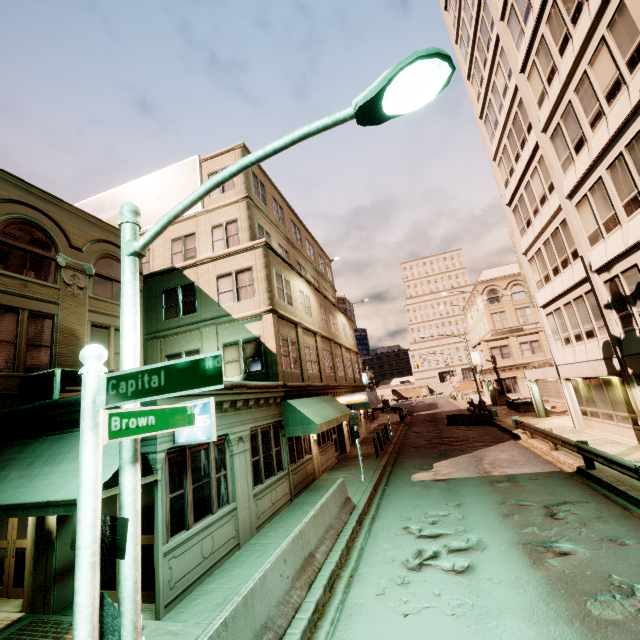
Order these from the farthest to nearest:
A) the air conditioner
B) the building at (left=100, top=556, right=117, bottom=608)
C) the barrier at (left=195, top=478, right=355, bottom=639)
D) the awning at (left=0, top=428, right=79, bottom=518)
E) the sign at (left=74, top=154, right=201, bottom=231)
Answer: the sign at (left=74, top=154, right=201, bottom=231), the air conditioner, the building at (left=100, top=556, right=117, bottom=608), the awning at (left=0, top=428, right=79, bottom=518), the barrier at (left=195, top=478, right=355, bottom=639)

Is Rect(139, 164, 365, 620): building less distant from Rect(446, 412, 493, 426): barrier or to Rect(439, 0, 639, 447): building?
Rect(446, 412, 493, 426): barrier

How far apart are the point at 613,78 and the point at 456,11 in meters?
20.8 m

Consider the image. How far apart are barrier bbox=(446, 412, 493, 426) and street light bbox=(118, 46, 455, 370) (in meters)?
27.31

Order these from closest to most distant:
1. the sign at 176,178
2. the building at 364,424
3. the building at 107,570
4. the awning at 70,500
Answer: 1. the awning at 70,500
2. the building at 107,570
3. the sign at 176,178
4. the building at 364,424

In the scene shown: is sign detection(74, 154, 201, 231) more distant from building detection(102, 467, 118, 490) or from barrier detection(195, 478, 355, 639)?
barrier detection(195, 478, 355, 639)

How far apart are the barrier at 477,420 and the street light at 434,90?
27.3m

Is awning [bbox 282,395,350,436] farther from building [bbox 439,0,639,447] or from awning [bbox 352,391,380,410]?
building [bbox 439,0,639,447]
